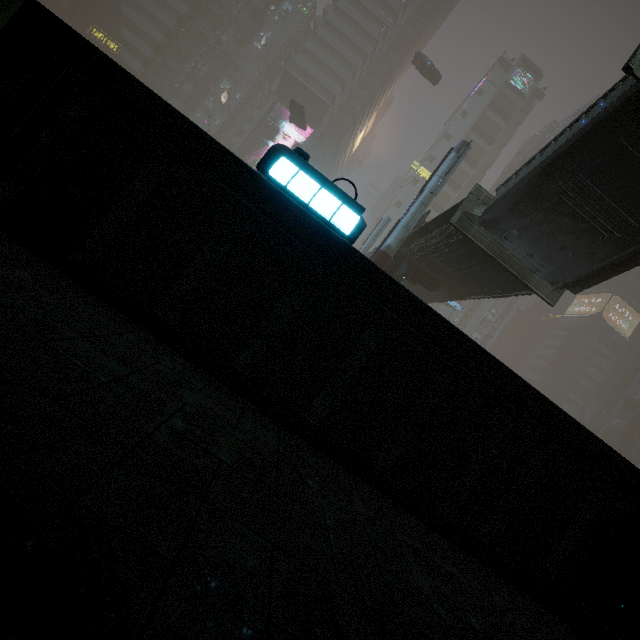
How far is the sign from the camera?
50.1m

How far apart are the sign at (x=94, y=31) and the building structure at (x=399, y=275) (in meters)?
60.92

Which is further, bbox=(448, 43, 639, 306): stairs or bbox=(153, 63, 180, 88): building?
bbox=(153, 63, 180, 88): building

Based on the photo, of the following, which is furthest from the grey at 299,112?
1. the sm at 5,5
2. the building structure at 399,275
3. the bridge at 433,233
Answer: the building structure at 399,275

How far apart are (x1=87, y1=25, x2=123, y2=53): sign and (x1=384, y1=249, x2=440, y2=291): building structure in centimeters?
6092cm

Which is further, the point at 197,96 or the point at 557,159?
the point at 197,96

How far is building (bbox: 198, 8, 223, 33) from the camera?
54.9m

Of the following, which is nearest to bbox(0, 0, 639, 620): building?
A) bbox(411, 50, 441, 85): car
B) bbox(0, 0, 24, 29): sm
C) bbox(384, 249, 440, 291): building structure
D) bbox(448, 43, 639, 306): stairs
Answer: bbox(0, 0, 24, 29): sm
